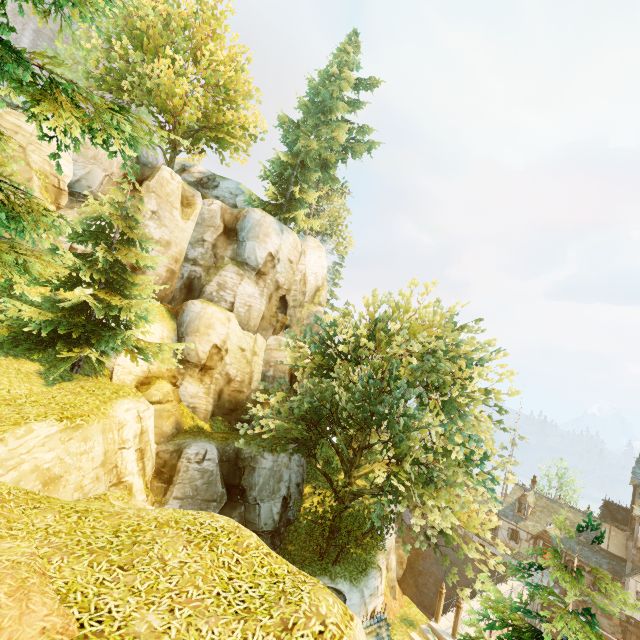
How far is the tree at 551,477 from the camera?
47.03m

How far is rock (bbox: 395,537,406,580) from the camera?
36.3 meters

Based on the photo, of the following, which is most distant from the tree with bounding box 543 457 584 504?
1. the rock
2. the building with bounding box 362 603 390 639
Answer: the rock

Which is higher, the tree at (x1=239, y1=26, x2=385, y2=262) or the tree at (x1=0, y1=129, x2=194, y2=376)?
the tree at (x1=239, y1=26, x2=385, y2=262)

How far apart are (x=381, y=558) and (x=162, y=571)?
21.3 meters

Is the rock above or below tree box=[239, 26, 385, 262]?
below

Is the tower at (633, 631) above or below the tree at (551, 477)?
below

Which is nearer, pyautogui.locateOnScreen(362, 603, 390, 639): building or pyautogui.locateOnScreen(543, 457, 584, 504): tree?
pyautogui.locateOnScreen(362, 603, 390, 639): building
